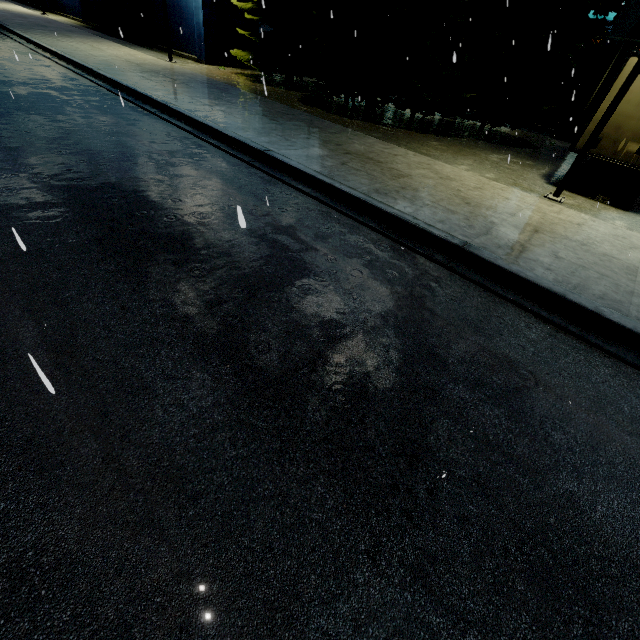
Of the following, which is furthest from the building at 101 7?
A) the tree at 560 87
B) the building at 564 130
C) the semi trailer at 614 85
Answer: the semi trailer at 614 85

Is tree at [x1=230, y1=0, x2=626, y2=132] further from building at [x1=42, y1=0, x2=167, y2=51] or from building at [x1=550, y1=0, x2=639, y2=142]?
building at [x1=42, y1=0, x2=167, y2=51]

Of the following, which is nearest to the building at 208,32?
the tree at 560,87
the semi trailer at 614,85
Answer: the tree at 560,87

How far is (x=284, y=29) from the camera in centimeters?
1750cm

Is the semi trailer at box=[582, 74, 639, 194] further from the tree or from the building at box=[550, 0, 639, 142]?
the tree

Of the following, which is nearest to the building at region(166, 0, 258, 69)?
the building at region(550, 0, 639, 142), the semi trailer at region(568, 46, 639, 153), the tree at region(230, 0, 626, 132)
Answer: the building at region(550, 0, 639, 142)
